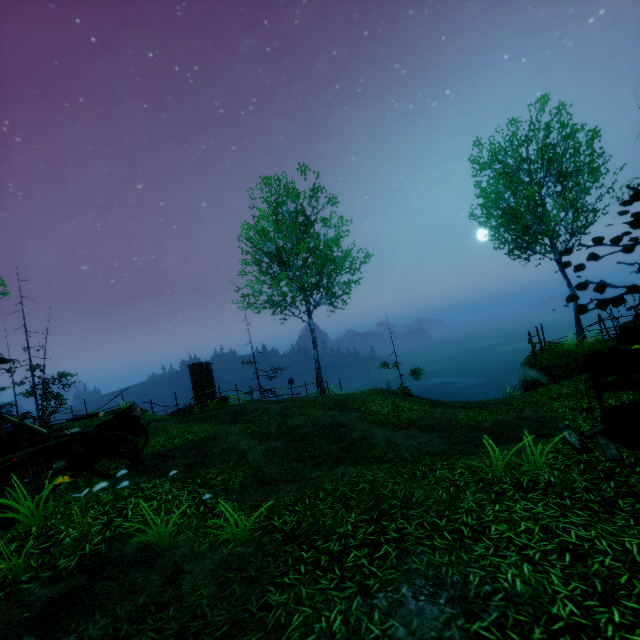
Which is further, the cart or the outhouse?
the outhouse

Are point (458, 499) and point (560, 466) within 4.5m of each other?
yes

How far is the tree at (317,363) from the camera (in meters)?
16.62

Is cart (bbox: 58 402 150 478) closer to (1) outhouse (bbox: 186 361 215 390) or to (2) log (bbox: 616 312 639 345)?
(1) outhouse (bbox: 186 361 215 390)

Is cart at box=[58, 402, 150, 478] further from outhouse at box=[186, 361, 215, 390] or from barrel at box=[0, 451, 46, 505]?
outhouse at box=[186, 361, 215, 390]

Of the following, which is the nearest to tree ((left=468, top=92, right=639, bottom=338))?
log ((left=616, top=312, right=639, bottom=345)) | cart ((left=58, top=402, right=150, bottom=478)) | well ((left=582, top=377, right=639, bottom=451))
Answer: well ((left=582, top=377, right=639, bottom=451))

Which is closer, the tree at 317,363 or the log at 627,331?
the log at 627,331

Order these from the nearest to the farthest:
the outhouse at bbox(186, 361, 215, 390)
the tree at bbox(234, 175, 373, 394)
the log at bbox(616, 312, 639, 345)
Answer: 1. the log at bbox(616, 312, 639, 345)
2. the tree at bbox(234, 175, 373, 394)
3. the outhouse at bbox(186, 361, 215, 390)
